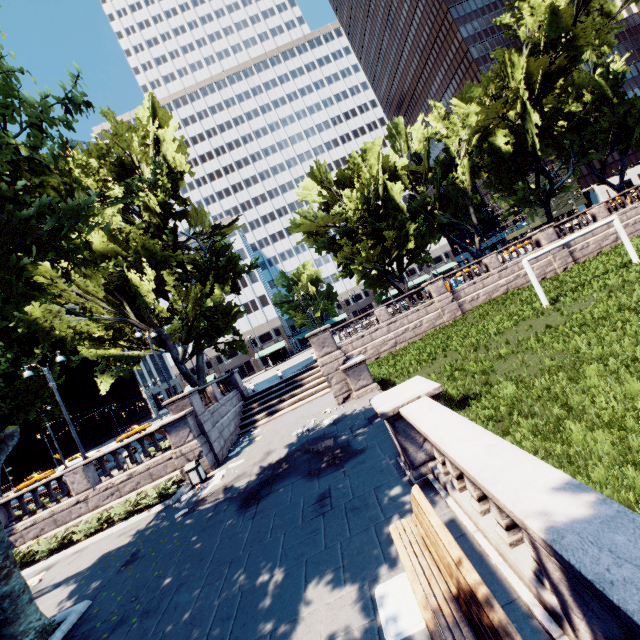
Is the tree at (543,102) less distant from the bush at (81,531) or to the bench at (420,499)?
the bush at (81,531)

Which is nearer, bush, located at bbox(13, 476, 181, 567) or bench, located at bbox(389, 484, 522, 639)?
bench, located at bbox(389, 484, 522, 639)

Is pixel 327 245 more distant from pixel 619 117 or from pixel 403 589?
pixel 619 117

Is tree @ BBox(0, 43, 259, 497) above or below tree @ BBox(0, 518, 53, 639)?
above

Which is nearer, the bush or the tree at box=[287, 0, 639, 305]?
the bush

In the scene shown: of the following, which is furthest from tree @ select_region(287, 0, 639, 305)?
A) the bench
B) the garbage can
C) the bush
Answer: the bench

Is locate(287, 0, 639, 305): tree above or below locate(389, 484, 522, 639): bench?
above

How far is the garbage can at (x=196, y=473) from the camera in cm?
1414
